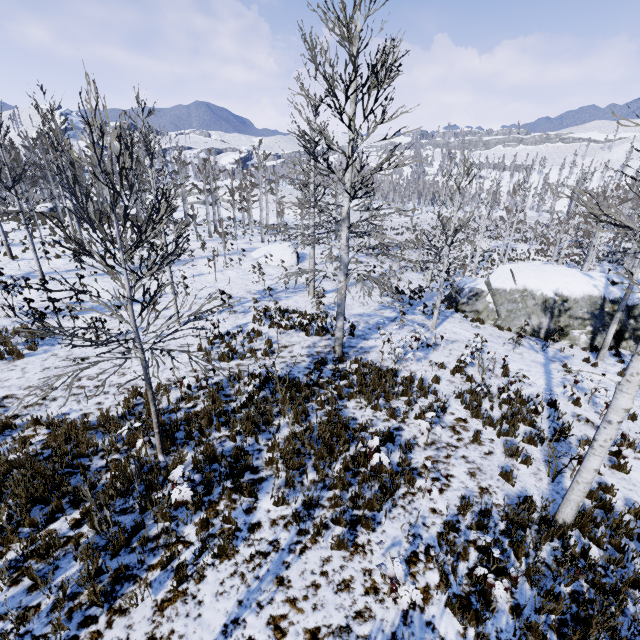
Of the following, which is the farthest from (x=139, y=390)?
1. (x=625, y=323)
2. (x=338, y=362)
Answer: (x=625, y=323)

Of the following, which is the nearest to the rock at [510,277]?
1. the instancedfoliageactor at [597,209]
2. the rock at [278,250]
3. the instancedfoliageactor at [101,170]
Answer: the instancedfoliageactor at [101,170]

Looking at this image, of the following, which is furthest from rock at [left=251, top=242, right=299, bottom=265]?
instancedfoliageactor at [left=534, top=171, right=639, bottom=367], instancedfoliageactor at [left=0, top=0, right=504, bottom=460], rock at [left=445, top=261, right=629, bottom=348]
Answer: instancedfoliageactor at [left=534, top=171, right=639, bottom=367]

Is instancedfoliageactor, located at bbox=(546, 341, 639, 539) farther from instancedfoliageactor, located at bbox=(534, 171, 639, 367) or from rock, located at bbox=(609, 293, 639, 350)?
instancedfoliageactor, located at bbox=(534, 171, 639, 367)

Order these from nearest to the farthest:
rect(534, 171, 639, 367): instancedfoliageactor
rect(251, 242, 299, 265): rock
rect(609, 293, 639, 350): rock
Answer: rect(534, 171, 639, 367): instancedfoliageactor, rect(609, 293, 639, 350): rock, rect(251, 242, 299, 265): rock

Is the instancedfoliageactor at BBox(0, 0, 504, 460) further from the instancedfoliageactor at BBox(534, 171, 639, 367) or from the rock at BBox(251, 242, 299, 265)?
the instancedfoliageactor at BBox(534, 171, 639, 367)

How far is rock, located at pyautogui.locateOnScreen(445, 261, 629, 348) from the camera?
15.9 meters

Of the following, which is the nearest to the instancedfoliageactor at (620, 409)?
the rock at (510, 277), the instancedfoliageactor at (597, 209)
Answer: the rock at (510, 277)
